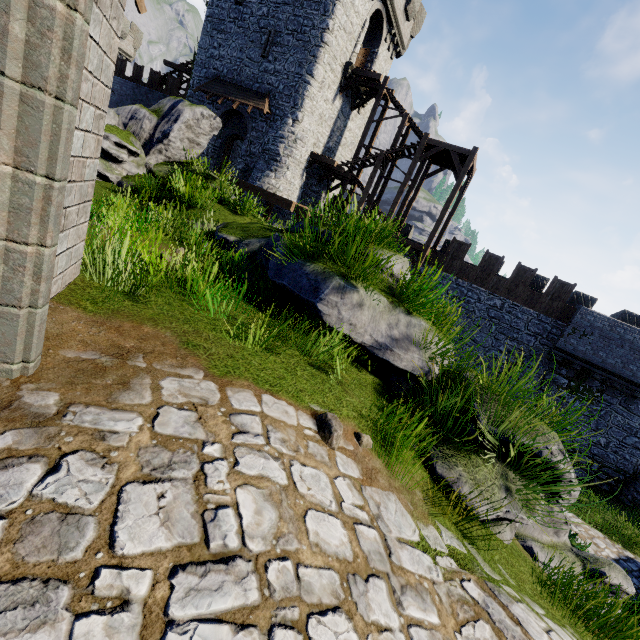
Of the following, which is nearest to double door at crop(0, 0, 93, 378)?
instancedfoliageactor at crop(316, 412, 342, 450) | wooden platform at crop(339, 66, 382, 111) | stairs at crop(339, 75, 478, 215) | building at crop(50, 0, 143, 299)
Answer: building at crop(50, 0, 143, 299)

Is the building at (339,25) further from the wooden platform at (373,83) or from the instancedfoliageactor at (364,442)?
the instancedfoliageactor at (364,442)

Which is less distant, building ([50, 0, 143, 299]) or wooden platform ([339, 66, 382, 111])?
building ([50, 0, 143, 299])

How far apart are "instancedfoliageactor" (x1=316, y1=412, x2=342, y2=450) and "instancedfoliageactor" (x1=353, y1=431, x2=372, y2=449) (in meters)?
0.27

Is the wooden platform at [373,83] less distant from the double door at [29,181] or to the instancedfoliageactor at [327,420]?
the double door at [29,181]

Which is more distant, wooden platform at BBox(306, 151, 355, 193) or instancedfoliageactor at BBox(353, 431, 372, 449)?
wooden platform at BBox(306, 151, 355, 193)

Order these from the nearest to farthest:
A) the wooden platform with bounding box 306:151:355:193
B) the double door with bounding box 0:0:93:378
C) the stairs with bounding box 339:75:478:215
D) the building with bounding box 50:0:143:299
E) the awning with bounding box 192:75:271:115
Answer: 1. the double door with bounding box 0:0:93:378
2. the building with bounding box 50:0:143:299
3. the stairs with bounding box 339:75:478:215
4. the awning with bounding box 192:75:271:115
5. the wooden platform with bounding box 306:151:355:193

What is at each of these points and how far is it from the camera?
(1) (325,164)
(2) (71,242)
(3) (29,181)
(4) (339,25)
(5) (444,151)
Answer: (1) wooden platform, 22.2m
(2) building, 2.7m
(3) double door, 1.5m
(4) building, 18.7m
(5) stairs, 19.3m
